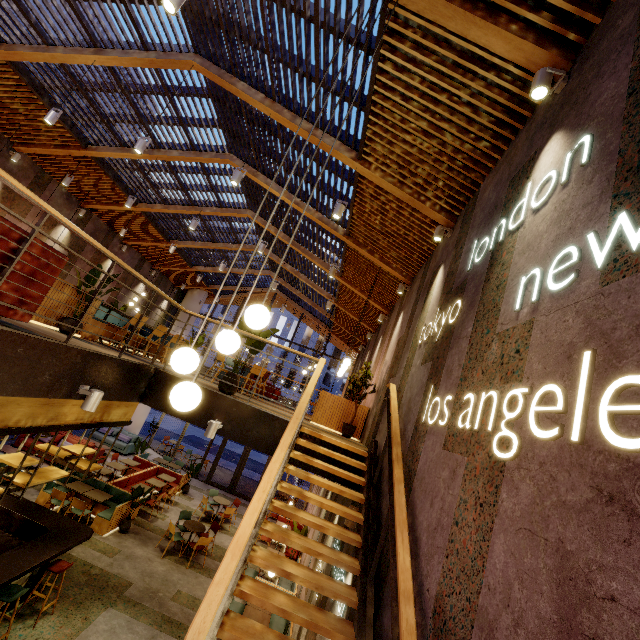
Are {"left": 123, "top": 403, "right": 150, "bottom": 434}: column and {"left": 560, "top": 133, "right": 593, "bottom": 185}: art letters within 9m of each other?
no

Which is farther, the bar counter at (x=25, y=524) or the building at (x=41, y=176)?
the building at (x=41, y=176)

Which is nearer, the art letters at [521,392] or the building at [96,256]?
the art letters at [521,392]

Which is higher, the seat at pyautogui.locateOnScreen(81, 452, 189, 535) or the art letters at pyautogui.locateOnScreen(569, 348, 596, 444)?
the art letters at pyautogui.locateOnScreen(569, 348, 596, 444)

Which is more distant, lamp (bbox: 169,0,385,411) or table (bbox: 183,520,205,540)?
table (bbox: 183,520,205,540)

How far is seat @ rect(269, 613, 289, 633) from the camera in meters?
7.7

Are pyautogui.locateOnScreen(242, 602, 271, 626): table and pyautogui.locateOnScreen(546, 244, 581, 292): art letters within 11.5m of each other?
yes

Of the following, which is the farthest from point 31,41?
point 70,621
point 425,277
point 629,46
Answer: point 70,621
